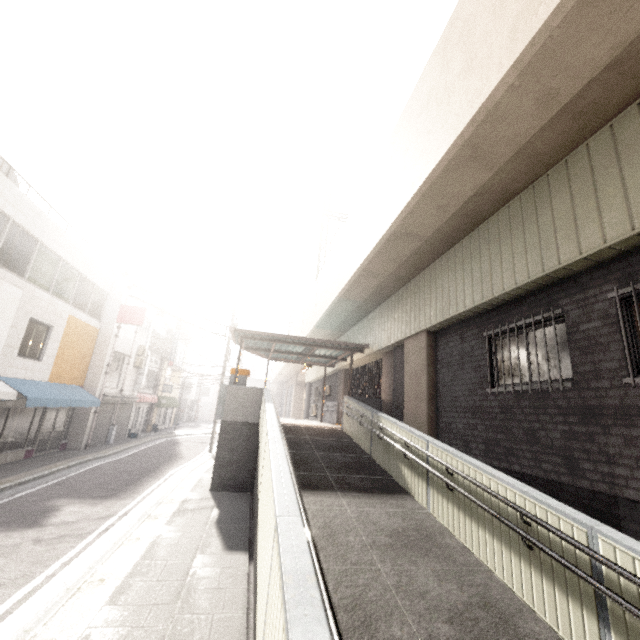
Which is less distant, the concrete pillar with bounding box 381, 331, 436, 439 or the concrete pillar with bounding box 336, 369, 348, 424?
the concrete pillar with bounding box 381, 331, 436, 439

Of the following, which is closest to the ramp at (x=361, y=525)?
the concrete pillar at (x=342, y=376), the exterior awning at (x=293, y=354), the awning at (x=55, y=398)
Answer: the exterior awning at (x=293, y=354)

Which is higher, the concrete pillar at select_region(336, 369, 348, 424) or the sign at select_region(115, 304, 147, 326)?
the sign at select_region(115, 304, 147, 326)

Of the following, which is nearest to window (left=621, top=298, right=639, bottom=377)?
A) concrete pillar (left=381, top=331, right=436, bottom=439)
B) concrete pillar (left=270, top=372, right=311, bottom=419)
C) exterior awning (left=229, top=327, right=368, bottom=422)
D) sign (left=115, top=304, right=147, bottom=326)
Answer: concrete pillar (left=381, top=331, right=436, bottom=439)

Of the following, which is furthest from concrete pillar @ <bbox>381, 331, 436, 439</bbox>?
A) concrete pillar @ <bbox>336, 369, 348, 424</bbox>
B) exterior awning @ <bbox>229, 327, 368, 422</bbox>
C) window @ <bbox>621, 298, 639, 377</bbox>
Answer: concrete pillar @ <bbox>336, 369, 348, 424</bbox>

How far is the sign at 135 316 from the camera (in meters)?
17.48

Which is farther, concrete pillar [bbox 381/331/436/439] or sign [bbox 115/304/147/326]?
sign [bbox 115/304/147/326]

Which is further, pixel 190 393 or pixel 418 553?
pixel 190 393
